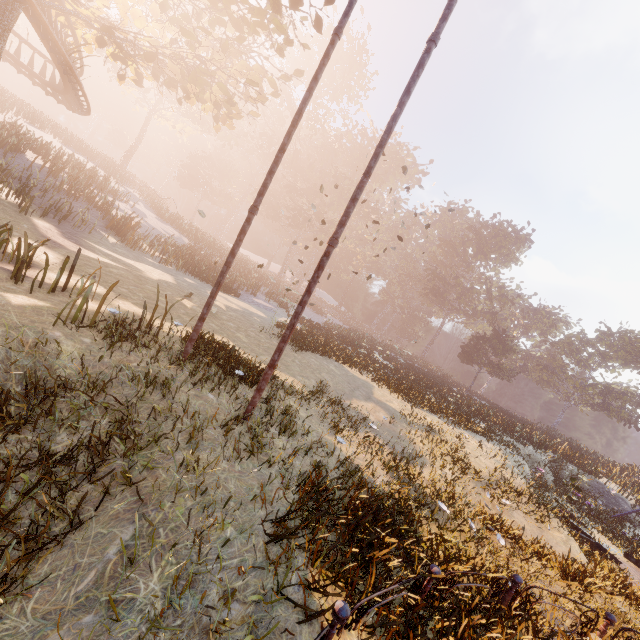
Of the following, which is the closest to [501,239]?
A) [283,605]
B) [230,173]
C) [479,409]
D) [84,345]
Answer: [479,409]

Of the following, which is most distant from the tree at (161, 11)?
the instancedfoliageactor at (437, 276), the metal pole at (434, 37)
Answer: the instancedfoliageactor at (437, 276)

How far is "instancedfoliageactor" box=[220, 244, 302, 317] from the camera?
22.09m

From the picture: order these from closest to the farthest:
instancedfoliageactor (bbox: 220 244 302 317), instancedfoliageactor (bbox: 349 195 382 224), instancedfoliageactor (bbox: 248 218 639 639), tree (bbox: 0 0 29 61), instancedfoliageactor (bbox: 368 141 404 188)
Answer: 1. instancedfoliageactor (bbox: 248 218 639 639)
2. tree (bbox: 0 0 29 61)
3. instancedfoliageactor (bbox: 220 244 302 317)
4. instancedfoliageactor (bbox: 349 195 382 224)
5. instancedfoliageactor (bbox: 368 141 404 188)

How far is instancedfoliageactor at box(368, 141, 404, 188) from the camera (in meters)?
55.89

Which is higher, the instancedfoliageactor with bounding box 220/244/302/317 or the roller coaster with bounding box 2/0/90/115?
the roller coaster with bounding box 2/0/90/115

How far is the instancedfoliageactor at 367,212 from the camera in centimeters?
5405cm
